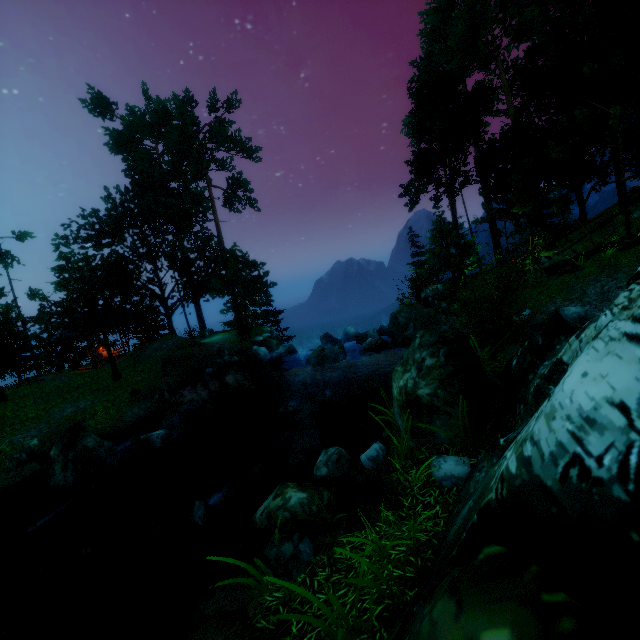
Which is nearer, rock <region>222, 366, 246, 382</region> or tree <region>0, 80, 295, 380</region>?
tree <region>0, 80, 295, 380</region>

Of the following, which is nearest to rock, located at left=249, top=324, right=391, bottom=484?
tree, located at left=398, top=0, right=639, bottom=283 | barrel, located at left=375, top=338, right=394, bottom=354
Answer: barrel, located at left=375, top=338, right=394, bottom=354

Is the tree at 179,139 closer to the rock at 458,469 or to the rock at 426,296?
the rock at 426,296

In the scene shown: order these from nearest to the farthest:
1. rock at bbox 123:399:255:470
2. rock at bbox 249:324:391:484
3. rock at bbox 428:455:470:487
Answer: rock at bbox 428:455:470:487 → rock at bbox 249:324:391:484 → rock at bbox 123:399:255:470

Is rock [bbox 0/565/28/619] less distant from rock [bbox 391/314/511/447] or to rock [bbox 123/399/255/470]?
rock [bbox 123/399/255/470]

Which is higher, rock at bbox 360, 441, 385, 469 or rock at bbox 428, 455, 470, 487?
rock at bbox 428, 455, 470, 487

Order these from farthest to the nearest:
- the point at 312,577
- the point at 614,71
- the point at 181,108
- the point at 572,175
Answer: the point at 181,108 < the point at 572,175 < the point at 614,71 < the point at 312,577

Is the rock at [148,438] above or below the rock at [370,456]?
below
